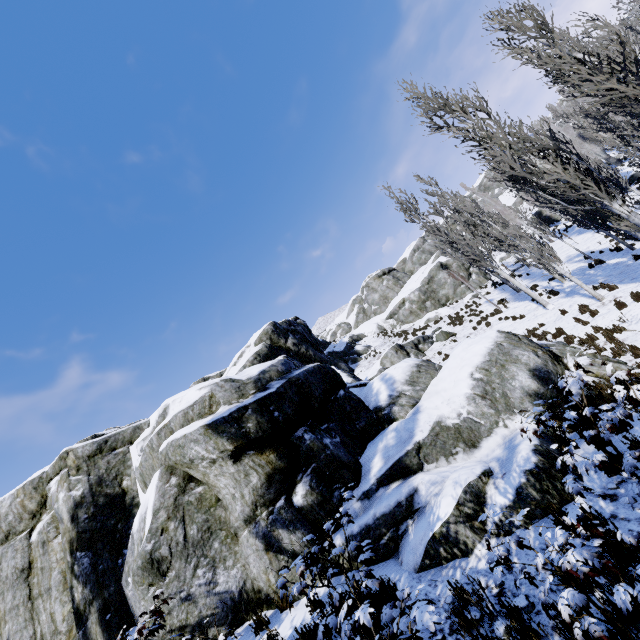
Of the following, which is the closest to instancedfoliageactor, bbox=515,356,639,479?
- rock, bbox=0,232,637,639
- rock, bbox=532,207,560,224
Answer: rock, bbox=0,232,637,639

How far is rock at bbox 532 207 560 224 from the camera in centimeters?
4312cm

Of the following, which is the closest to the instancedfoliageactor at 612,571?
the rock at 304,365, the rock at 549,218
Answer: the rock at 304,365

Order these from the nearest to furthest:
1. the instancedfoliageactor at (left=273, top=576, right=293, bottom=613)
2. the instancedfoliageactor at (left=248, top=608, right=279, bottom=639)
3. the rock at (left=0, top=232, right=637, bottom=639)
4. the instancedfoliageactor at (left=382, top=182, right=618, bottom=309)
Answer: the instancedfoliageactor at (left=273, top=576, right=293, bottom=613) → the instancedfoliageactor at (left=248, top=608, right=279, bottom=639) → the rock at (left=0, top=232, right=637, bottom=639) → the instancedfoliageactor at (left=382, top=182, right=618, bottom=309)

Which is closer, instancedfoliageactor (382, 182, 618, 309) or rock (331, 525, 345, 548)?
rock (331, 525, 345, 548)

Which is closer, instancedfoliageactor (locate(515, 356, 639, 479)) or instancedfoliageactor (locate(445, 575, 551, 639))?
instancedfoliageactor (locate(445, 575, 551, 639))

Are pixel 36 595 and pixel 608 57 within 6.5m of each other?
no

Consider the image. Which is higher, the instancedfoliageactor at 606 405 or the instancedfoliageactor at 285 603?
the instancedfoliageactor at 285 603
